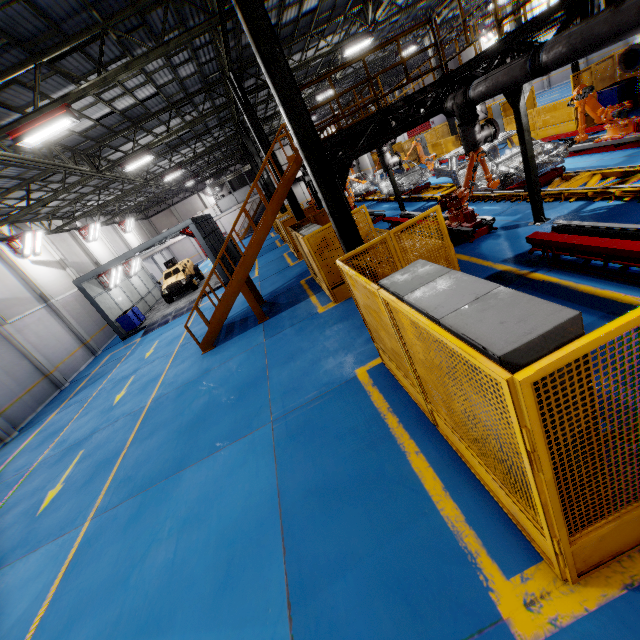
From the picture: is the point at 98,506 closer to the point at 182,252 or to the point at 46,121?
the point at 46,121

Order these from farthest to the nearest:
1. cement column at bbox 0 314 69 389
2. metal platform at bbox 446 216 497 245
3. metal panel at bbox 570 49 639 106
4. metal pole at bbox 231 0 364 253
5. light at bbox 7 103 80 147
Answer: cement column at bbox 0 314 69 389, metal panel at bbox 570 49 639 106, metal platform at bbox 446 216 497 245, light at bbox 7 103 80 147, metal pole at bbox 231 0 364 253

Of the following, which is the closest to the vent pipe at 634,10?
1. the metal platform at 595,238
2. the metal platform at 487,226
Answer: the metal platform at 487,226

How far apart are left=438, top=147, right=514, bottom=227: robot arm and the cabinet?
6.0 meters

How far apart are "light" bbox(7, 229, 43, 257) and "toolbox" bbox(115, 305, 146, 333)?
5.9m

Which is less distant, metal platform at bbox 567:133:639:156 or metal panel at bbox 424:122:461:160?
metal platform at bbox 567:133:639:156

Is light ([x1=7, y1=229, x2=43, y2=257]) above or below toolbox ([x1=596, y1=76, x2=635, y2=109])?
above

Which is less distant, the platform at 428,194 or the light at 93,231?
the platform at 428,194
